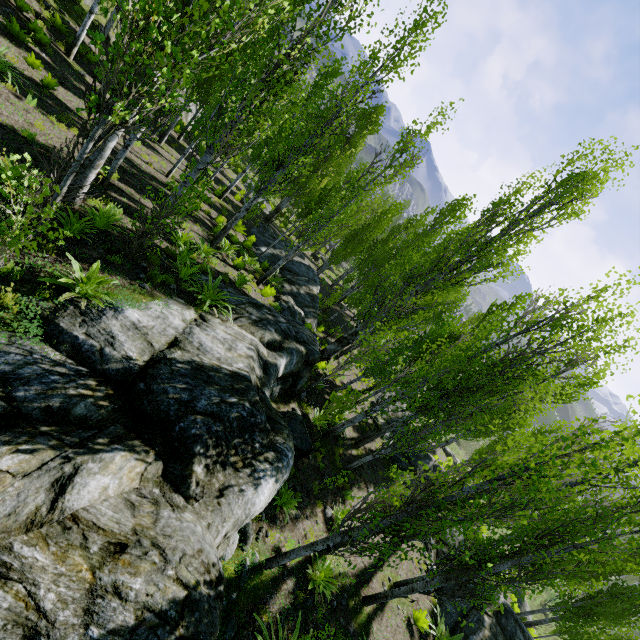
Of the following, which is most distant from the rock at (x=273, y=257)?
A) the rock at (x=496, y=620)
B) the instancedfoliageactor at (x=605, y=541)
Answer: the rock at (x=496, y=620)

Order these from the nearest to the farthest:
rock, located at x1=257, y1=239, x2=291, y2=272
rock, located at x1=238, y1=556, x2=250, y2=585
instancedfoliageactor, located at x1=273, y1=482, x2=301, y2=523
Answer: rock, located at x1=238, y1=556, x2=250, y2=585 → instancedfoliageactor, located at x1=273, y1=482, x2=301, y2=523 → rock, located at x1=257, y1=239, x2=291, y2=272

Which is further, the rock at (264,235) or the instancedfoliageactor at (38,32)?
the rock at (264,235)

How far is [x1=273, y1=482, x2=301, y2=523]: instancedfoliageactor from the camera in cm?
805

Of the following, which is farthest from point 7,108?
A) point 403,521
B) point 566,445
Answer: point 566,445

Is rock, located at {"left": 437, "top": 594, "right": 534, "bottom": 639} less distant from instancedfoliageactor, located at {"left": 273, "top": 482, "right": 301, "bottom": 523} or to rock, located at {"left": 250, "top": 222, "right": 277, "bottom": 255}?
Result: instancedfoliageactor, located at {"left": 273, "top": 482, "right": 301, "bottom": 523}

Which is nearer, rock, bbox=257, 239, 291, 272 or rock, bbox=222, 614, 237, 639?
rock, bbox=222, 614, 237, 639
